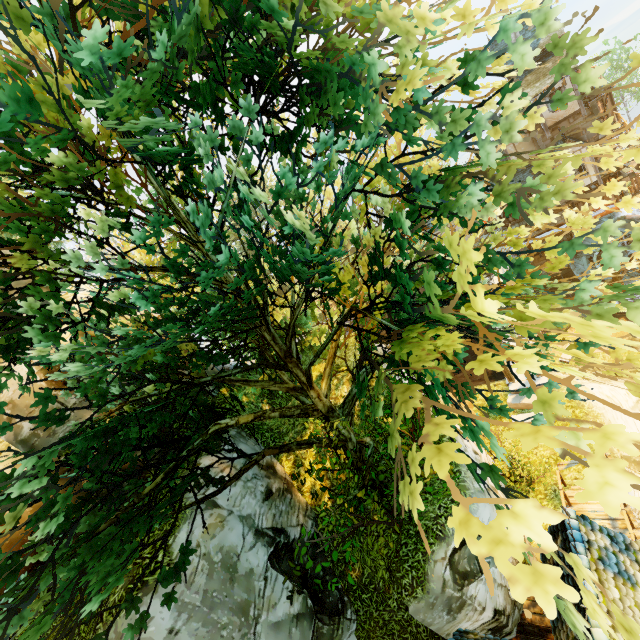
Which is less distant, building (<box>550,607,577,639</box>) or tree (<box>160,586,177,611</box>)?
tree (<box>160,586,177,611</box>)

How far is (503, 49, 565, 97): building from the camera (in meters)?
22.58

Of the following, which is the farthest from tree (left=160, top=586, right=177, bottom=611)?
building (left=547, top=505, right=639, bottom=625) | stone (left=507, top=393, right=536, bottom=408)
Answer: stone (left=507, top=393, right=536, bottom=408)

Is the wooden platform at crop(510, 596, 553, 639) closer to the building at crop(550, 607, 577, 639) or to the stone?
the building at crop(550, 607, 577, 639)

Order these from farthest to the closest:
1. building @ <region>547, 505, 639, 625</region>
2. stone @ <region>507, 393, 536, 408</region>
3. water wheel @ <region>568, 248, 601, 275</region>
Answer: water wheel @ <region>568, 248, 601, 275</region> < stone @ <region>507, 393, 536, 408</region> < building @ <region>547, 505, 639, 625</region>

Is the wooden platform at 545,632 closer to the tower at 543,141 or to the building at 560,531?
the building at 560,531

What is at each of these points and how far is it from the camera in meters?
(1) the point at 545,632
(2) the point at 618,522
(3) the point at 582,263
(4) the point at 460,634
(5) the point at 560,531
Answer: (1) wooden platform, 9.8
(2) wooden platform, 10.8
(3) water wheel, 27.8
(4) building, 8.6
(5) building, 8.2

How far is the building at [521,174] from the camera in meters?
27.5
